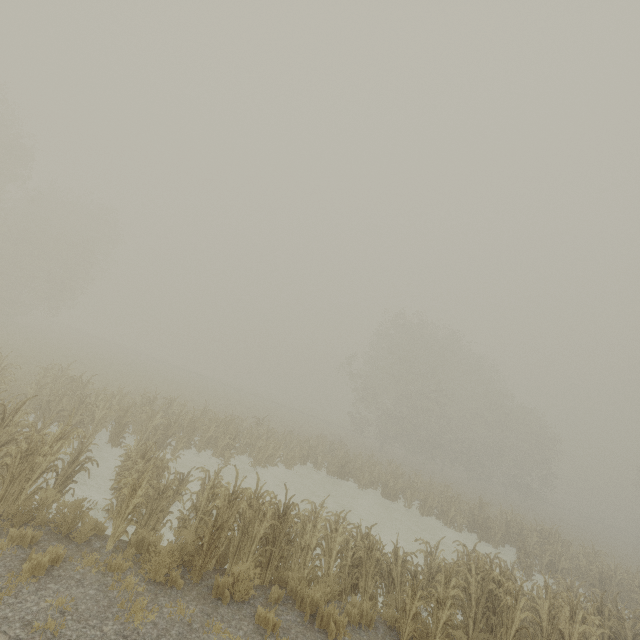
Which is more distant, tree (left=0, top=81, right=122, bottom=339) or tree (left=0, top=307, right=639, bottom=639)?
tree (left=0, top=81, right=122, bottom=339)

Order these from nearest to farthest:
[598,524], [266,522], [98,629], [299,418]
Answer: [98,629] < [266,522] < [299,418] < [598,524]

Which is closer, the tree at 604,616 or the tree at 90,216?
the tree at 604,616
